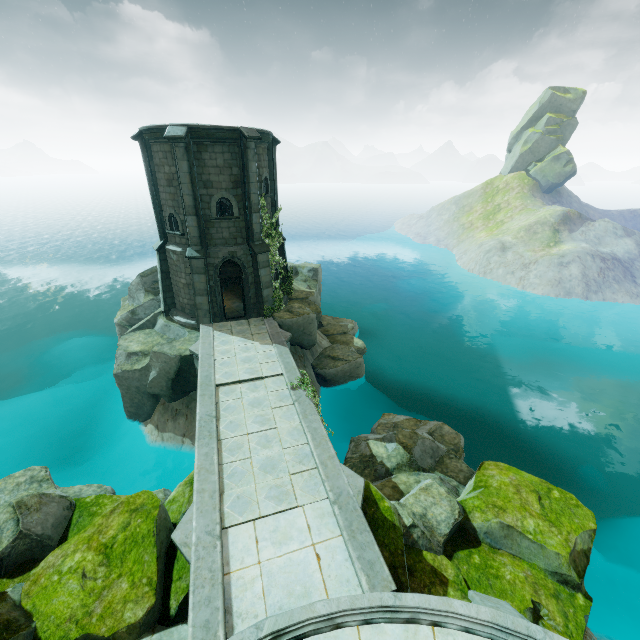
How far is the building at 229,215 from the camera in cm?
1532

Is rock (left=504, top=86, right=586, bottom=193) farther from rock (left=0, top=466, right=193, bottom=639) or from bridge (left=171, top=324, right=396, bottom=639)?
rock (left=0, top=466, right=193, bottom=639)

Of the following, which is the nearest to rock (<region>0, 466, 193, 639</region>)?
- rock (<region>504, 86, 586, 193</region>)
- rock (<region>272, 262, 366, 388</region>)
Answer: rock (<region>272, 262, 366, 388</region>)

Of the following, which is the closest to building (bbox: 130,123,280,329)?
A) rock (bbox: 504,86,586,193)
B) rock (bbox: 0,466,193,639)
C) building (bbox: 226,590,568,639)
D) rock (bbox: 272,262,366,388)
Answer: rock (bbox: 272,262,366,388)

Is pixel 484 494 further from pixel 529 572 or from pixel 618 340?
pixel 618 340

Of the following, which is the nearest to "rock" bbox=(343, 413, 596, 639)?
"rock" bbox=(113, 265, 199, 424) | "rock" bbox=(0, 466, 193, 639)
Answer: "rock" bbox=(0, 466, 193, 639)

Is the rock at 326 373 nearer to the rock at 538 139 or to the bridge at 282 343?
the bridge at 282 343

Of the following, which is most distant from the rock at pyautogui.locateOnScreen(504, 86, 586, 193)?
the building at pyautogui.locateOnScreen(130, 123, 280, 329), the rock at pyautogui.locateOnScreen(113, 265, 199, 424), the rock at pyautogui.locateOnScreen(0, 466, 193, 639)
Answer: the rock at pyautogui.locateOnScreen(0, 466, 193, 639)
